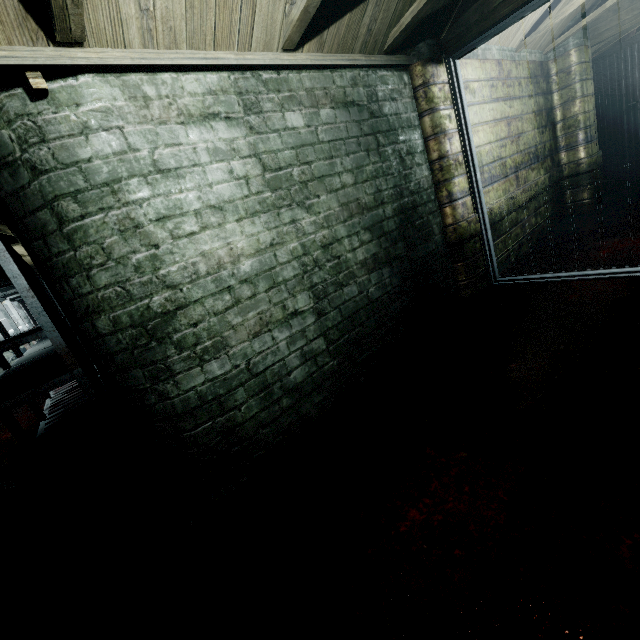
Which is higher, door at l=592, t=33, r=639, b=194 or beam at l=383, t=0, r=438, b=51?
beam at l=383, t=0, r=438, b=51

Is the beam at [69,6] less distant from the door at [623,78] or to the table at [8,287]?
the table at [8,287]

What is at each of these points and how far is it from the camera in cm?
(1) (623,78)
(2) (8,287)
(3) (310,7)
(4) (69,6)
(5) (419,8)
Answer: (1) door, 430
(2) table, 412
(3) beam, 158
(4) beam, 109
(5) beam, 198

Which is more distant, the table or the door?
the door

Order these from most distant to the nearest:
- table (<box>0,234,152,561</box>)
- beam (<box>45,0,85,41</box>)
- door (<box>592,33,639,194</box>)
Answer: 1. door (<box>592,33,639,194</box>)
2. table (<box>0,234,152,561</box>)
3. beam (<box>45,0,85,41</box>)

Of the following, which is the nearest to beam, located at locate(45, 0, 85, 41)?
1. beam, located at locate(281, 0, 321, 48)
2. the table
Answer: beam, located at locate(281, 0, 321, 48)

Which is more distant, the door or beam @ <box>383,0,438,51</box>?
the door

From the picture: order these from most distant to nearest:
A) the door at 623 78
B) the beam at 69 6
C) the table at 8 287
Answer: the door at 623 78 → the table at 8 287 → the beam at 69 6
